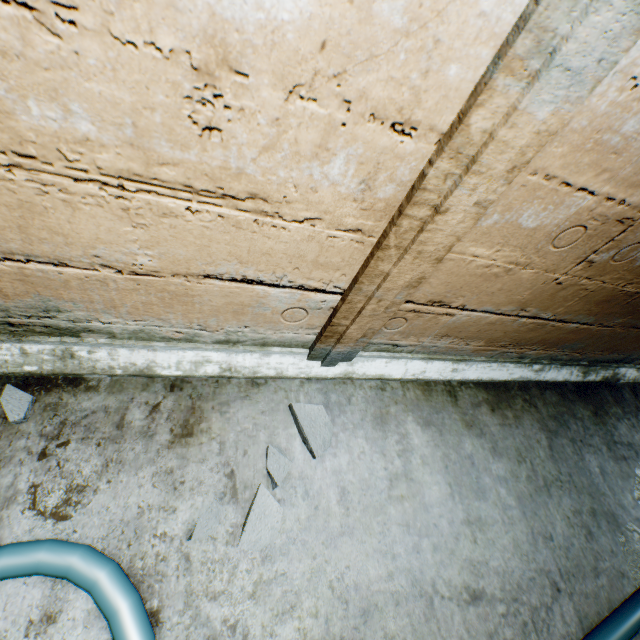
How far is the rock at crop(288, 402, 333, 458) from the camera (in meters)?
1.50

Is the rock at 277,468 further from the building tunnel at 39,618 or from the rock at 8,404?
the rock at 8,404

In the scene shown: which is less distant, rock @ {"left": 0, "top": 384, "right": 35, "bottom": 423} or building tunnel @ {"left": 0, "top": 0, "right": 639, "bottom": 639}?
building tunnel @ {"left": 0, "top": 0, "right": 639, "bottom": 639}

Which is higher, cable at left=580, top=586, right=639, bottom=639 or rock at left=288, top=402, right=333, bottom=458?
cable at left=580, top=586, right=639, bottom=639

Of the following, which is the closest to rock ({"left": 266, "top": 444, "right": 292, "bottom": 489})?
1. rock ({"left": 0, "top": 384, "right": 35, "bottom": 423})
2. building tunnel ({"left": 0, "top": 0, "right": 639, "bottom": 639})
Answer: building tunnel ({"left": 0, "top": 0, "right": 639, "bottom": 639})

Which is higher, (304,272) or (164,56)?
(164,56)

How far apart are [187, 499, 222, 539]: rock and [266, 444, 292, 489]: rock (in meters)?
0.12

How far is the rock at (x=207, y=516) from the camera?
1.2 meters
